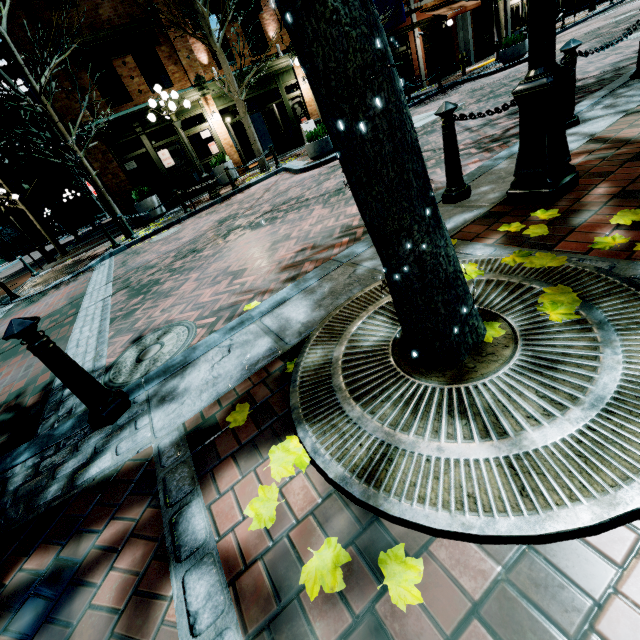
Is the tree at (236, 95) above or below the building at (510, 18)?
above

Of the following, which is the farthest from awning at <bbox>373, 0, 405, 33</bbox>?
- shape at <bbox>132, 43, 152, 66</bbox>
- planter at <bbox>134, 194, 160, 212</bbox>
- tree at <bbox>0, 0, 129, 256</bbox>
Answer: planter at <bbox>134, 194, 160, 212</bbox>

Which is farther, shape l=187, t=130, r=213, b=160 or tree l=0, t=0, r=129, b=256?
shape l=187, t=130, r=213, b=160

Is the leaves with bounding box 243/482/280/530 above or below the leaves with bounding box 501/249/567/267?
below

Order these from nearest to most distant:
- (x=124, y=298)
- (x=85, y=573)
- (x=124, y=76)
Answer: (x=85, y=573)
(x=124, y=298)
(x=124, y=76)

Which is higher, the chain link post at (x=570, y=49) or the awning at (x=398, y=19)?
the awning at (x=398, y=19)

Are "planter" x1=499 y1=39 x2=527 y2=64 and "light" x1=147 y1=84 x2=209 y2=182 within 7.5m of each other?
no

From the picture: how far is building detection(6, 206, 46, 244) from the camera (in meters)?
48.44
